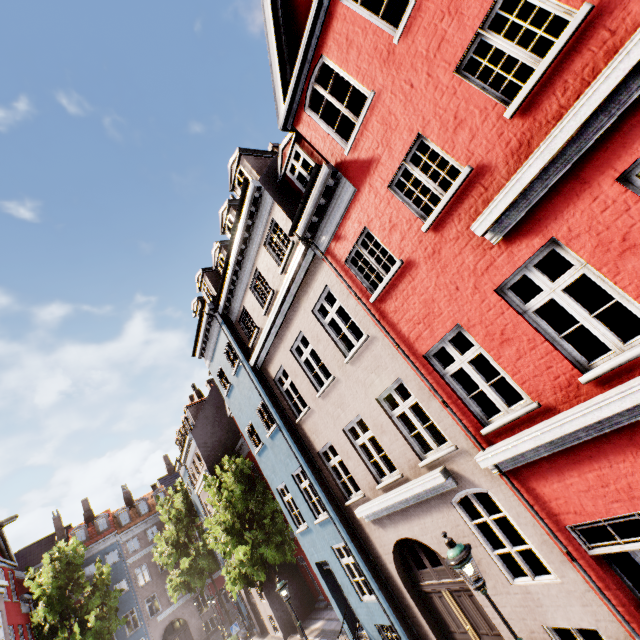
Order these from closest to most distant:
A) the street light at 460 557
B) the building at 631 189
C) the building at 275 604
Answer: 1. the building at 631 189
2. the street light at 460 557
3. the building at 275 604

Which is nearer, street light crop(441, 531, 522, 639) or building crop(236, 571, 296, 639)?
street light crop(441, 531, 522, 639)

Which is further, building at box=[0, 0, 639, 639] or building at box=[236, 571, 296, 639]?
building at box=[236, 571, 296, 639]

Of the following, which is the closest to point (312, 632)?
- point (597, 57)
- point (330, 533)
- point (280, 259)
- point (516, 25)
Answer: point (330, 533)

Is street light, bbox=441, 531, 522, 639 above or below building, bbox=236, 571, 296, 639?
above

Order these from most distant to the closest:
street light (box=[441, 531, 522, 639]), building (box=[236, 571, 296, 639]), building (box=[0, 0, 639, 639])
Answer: building (box=[236, 571, 296, 639]) < street light (box=[441, 531, 522, 639]) < building (box=[0, 0, 639, 639])

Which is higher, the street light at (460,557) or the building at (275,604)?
the street light at (460,557)
